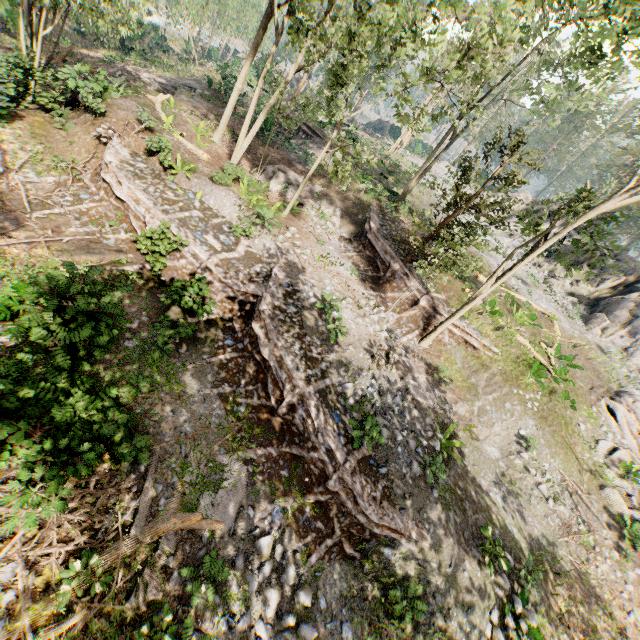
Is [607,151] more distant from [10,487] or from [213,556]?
[10,487]

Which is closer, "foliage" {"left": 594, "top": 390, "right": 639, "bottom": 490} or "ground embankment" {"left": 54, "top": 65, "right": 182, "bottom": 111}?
"ground embankment" {"left": 54, "top": 65, "right": 182, "bottom": 111}

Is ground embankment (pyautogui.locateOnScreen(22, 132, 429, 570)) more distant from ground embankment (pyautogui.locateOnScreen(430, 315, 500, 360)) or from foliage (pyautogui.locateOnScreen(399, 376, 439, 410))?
ground embankment (pyautogui.locateOnScreen(430, 315, 500, 360))

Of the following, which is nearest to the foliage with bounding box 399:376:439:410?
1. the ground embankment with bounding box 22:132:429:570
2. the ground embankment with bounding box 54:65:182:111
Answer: the ground embankment with bounding box 22:132:429:570

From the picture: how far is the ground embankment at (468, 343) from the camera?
16.9m

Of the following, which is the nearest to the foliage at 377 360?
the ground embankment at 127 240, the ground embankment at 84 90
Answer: the ground embankment at 127 240

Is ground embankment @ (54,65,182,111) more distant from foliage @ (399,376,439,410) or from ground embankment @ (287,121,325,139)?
ground embankment @ (287,121,325,139)

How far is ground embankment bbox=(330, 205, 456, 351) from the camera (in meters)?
16.88
